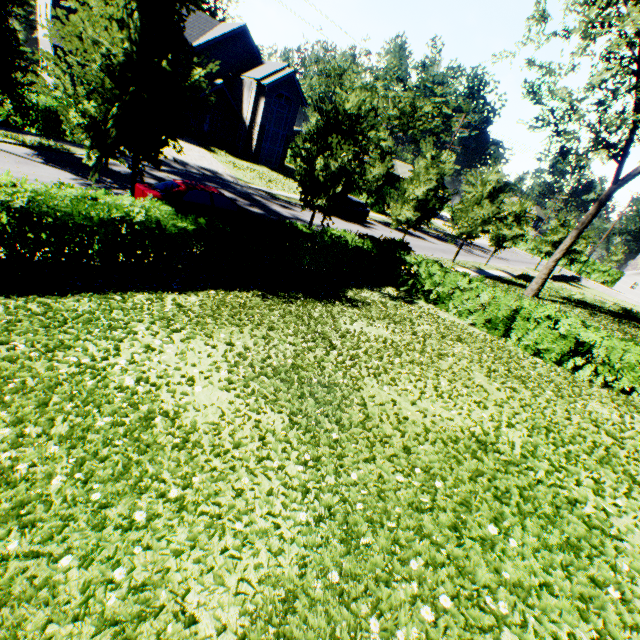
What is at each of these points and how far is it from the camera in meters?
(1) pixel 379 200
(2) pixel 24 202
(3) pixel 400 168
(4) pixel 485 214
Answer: (1) hedge, 37.6
(2) hedge, 5.9
(3) house, 59.7
(4) tree, 22.6

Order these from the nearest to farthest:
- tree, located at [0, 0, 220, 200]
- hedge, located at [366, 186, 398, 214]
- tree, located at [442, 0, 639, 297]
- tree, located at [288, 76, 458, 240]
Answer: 1. tree, located at [0, 0, 220, 200]
2. tree, located at [288, 76, 458, 240]
3. tree, located at [442, 0, 639, 297]
4. hedge, located at [366, 186, 398, 214]

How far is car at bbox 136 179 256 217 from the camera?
10.74m

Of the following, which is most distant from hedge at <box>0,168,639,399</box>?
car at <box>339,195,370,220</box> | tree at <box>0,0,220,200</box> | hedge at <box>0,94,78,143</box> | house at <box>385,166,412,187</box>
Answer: house at <box>385,166,412,187</box>

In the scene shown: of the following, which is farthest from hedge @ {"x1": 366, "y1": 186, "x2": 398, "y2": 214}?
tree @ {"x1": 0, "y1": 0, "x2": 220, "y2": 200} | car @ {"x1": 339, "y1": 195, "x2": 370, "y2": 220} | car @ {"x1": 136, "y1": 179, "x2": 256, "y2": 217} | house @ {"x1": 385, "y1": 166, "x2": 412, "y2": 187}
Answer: car @ {"x1": 136, "y1": 179, "x2": 256, "y2": 217}

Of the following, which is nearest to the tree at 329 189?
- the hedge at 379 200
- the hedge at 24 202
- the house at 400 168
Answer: the hedge at 379 200

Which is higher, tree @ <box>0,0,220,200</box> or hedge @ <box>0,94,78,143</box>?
tree @ <box>0,0,220,200</box>

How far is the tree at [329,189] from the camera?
12.12m
